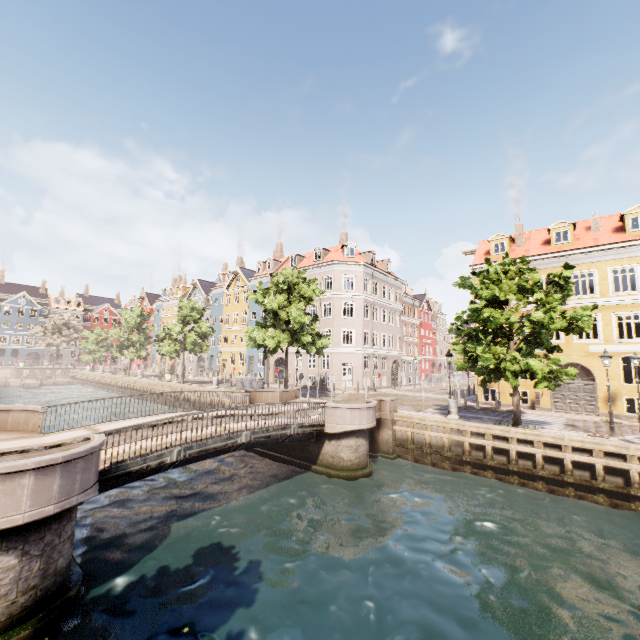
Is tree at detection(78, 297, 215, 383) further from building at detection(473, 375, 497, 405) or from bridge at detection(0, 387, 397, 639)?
building at detection(473, 375, 497, 405)

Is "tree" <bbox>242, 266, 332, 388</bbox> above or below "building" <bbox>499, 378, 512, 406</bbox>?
above

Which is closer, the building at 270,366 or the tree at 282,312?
the tree at 282,312

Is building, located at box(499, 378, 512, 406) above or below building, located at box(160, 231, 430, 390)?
below

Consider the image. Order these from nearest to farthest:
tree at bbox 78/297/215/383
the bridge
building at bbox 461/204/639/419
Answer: the bridge < building at bbox 461/204/639/419 < tree at bbox 78/297/215/383

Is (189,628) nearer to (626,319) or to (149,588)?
(149,588)

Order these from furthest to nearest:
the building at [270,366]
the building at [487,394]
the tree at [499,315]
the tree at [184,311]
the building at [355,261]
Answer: the building at [270,366]
the tree at [184,311]
the building at [355,261]
the building at [487,394]
the tree at [499,315]
